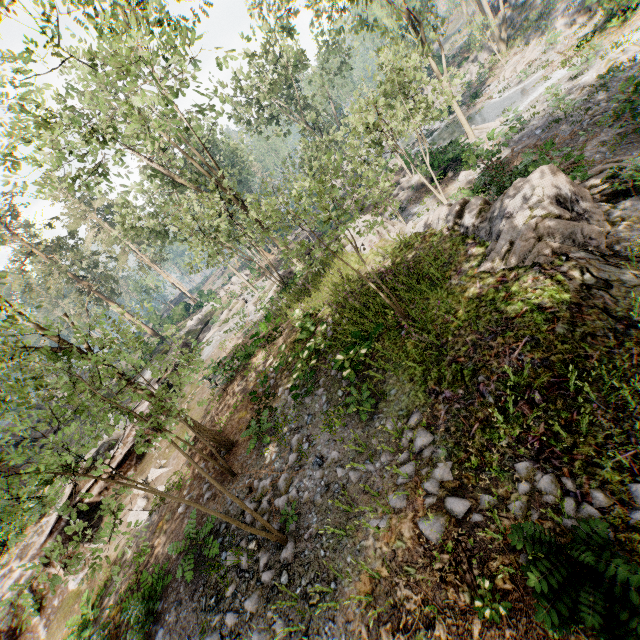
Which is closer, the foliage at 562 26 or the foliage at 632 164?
the foliage at 632 164

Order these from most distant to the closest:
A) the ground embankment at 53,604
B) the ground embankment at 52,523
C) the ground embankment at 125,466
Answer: the ground embankment at 125,466
the ground embankment at 52,523
the ground embankment at 53,604

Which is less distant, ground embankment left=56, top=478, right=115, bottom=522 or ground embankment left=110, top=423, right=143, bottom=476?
ground embankment left=56, top=478, right=115, bottom=522

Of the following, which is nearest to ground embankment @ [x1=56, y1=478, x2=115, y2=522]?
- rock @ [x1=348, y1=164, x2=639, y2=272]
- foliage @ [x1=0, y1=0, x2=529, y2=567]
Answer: foliage @ [x1=0, y1=0, x2=529, y2=567]

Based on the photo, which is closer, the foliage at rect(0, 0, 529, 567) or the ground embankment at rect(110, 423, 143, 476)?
the foliage at rect(0, 0, 529, 567)

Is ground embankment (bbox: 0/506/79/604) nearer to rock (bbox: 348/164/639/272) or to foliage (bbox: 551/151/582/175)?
foliage (bbox: 551/151/582/175)

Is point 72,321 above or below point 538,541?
above
